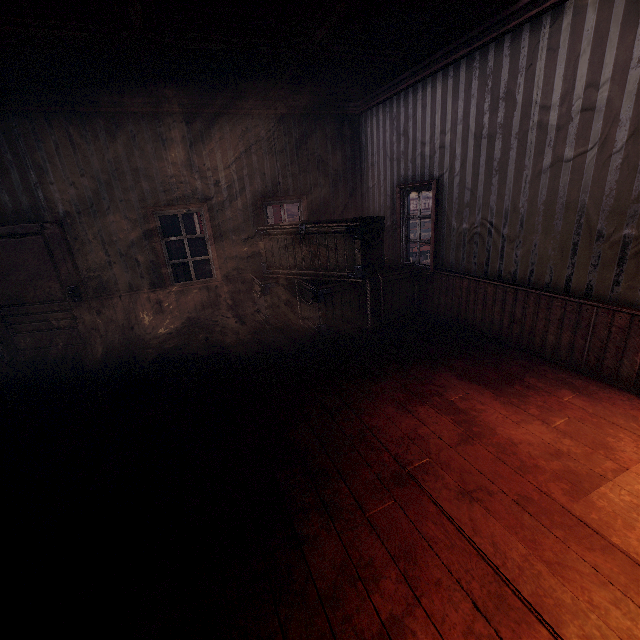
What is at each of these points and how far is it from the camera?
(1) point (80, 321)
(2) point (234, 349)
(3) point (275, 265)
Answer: (1) bp, 5.3 meters
(2) building, 5.2 meters
(3) wooden box, 5.8 meters

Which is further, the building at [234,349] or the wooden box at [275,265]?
the wooden box at [275,265]

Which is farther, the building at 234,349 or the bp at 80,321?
the bp at 80,321

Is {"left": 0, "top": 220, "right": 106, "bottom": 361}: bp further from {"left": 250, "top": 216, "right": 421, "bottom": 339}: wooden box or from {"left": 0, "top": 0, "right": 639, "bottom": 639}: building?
{"left": 250, "top": 216, "right": 421, "bottom": 339}: wooden box

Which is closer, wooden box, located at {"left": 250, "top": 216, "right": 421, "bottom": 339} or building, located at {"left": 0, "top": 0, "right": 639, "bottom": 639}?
building, located at {"left": 0, "top": 0, "right": 639, "bottom": 639}

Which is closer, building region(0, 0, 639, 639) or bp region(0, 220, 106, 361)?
building region(0, 0, 639, 639)

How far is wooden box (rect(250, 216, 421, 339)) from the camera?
5.0 meters
